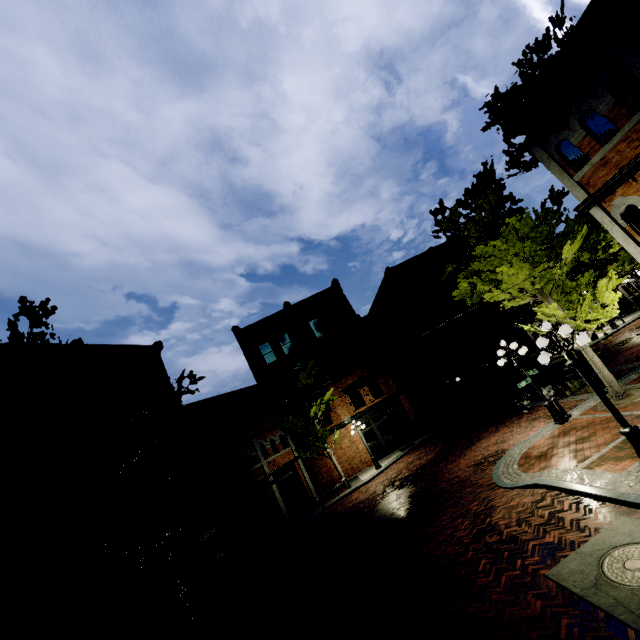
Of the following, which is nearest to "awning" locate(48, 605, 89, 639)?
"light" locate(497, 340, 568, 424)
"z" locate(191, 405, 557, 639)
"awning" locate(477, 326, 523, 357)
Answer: "z" locate(191, 405, 557, 639)

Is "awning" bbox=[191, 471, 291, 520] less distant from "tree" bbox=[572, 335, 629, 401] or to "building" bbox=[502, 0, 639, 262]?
"tree" bbox=[572, 335, 629, 401]

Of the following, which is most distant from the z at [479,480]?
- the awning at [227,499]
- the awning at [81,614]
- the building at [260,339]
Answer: the awning at [81,614]

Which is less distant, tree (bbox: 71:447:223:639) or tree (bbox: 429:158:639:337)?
tree (bbox: 71:447:223:639)

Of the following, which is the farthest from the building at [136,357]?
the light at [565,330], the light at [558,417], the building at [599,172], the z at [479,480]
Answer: the building at [599,172]

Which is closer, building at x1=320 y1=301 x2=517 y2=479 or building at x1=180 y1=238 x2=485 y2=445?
building at x1=180 y1=238 x2=485 y2=445

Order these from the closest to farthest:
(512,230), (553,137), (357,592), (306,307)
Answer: (357,592) < (553,137) < (512,230) < (306,307)
